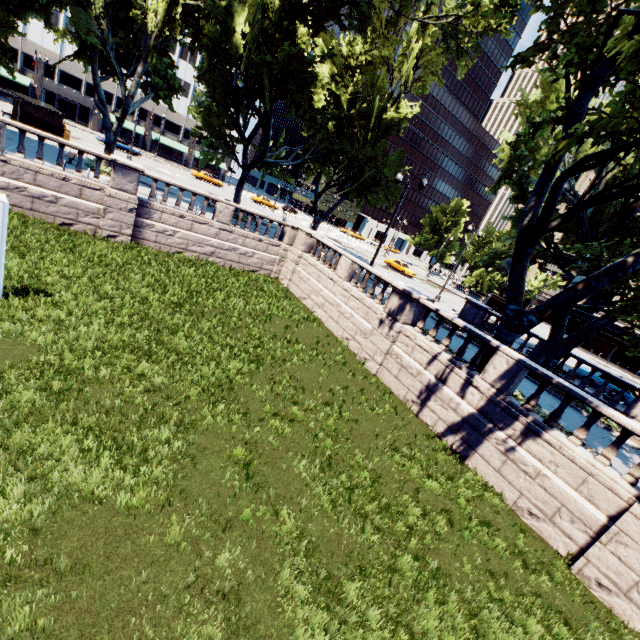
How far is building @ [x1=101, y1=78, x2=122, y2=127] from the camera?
55.7m

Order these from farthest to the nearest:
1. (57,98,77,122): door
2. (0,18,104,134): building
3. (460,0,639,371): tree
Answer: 1. (57,98,77,122): door
2. (0,18,104,134): building
3. (460,0,639,371): tree

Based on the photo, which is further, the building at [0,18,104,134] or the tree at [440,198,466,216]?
the tree at [440,198,466,216]

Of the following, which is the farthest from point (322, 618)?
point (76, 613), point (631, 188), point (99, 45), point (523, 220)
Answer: point (99, 45)

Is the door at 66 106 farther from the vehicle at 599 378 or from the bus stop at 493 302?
the vehicle at 599 378

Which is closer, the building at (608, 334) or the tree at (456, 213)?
the building at (608, 334)

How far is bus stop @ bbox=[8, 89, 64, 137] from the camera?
25.8 meters

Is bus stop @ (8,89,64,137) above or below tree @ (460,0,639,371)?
below
